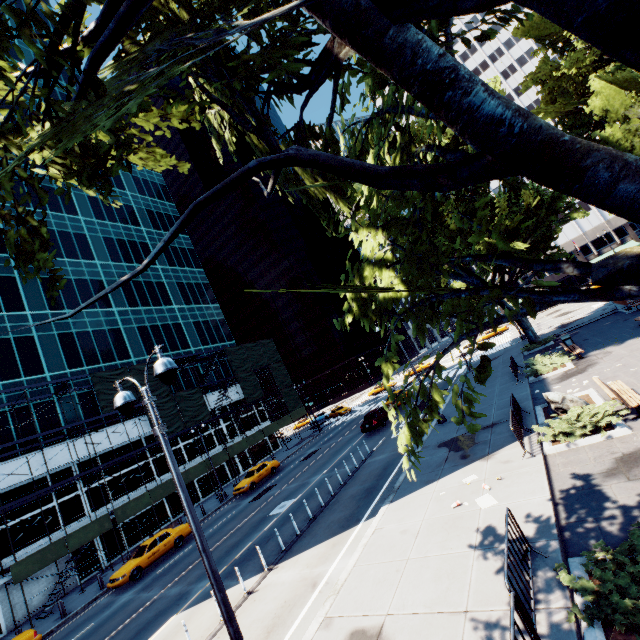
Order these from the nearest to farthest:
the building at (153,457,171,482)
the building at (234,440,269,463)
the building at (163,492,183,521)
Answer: the building at (163,492,183,521), the building at (153,457,171,482), the building at (234,440,269,463)

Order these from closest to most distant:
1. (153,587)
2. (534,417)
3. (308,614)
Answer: (308,614) → (534,417) → (153,587)

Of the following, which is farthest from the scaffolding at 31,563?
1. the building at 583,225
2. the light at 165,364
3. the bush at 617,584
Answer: the building at 583,225

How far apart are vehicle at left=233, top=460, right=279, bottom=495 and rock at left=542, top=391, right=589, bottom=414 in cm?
2429

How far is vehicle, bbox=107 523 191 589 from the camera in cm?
1931

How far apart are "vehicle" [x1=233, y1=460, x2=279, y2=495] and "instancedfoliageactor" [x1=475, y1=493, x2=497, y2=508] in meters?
23.4 m

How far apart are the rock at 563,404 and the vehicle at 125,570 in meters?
23.9 m

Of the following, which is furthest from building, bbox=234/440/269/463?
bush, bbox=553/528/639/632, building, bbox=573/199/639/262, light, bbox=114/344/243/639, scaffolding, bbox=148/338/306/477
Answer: building, bbox=573/199/639/262
